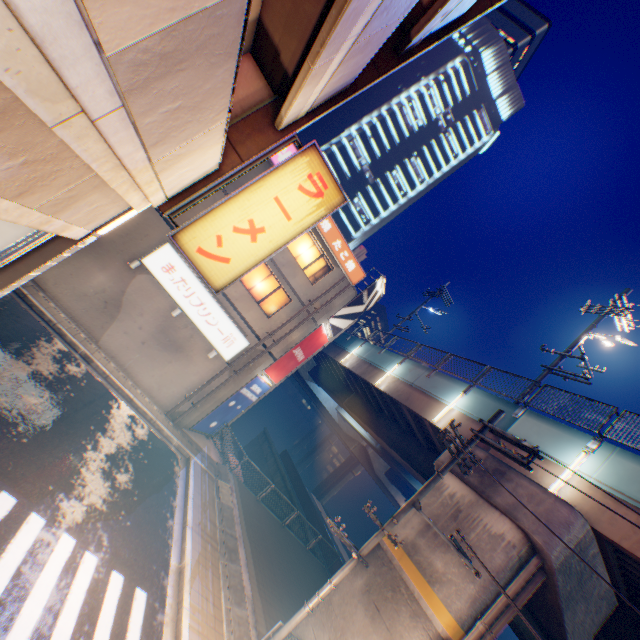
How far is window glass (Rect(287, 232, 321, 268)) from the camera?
17.5 meters

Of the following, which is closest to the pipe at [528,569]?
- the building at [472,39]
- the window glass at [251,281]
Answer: the window glass at [251,281]

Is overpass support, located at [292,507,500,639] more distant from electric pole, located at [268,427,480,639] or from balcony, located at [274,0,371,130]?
balcony, located at [274,0,371,130]

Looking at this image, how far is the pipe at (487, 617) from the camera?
7.9m

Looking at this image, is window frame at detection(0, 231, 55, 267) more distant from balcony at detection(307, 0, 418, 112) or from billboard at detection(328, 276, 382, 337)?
billboard at detection(328, 276, 382, 337)

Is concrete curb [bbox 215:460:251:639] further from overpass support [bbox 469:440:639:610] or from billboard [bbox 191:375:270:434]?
billboard [bbox 191:375:270:434]

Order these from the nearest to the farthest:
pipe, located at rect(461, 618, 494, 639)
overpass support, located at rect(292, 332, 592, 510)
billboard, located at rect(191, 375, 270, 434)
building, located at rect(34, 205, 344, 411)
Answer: pipe, located at rect(461, 618, 494, 639)
overpass support, located at rect(292, 332, 592, 510)
building, located at rect(34, 205, 344, 411)
billboard, located at rect(191, 375, 270, 434)

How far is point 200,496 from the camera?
12.87m
